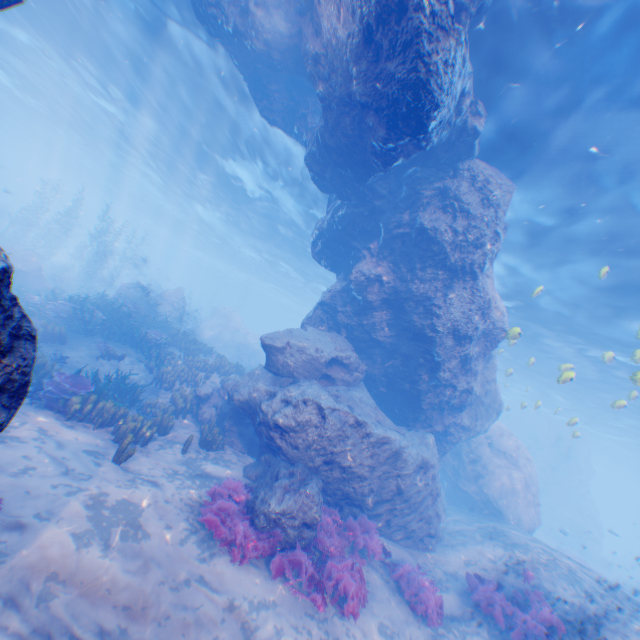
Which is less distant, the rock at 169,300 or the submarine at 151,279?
the rock at 169,300

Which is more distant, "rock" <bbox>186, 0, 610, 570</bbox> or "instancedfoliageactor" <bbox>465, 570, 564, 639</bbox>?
"instancedfoliageactor" <bbox>465, 570, 564, 639</bbox>

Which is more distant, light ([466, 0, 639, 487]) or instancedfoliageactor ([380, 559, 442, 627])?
instancedfoliageactor ([380, 559, 442, 627])

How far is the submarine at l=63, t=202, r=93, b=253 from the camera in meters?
50.7 m

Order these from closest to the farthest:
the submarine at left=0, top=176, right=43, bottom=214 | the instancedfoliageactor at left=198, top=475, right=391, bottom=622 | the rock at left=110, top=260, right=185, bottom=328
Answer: the instancedfoliageactor at left=198, top=475, right=391, bottom=622 → the rock at left=110, top=260, right=185, bottom=328 → the submarine at left=0, top=176, right=43, bottom=214

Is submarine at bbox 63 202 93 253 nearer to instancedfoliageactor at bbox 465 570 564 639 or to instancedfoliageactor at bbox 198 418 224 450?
instancedfoliageactor at bbox 198 418 224 450

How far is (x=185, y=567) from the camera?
5.7 meters

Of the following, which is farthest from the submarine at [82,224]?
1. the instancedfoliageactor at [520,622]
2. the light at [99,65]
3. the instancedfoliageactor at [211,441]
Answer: the instancedfoliageactor at [520,622]
